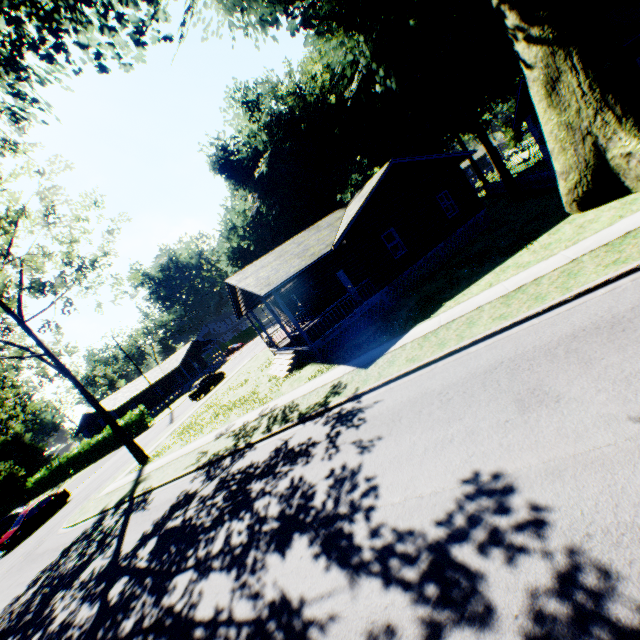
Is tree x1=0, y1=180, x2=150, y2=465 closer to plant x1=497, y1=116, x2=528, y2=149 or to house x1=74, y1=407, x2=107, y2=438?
plant x1=497, y1=116, x2=528, y2=149

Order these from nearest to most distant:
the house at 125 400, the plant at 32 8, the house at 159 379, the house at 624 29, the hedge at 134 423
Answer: the plant at 32 8, the house at 624 29, the hedge at 134 423, the house at 125 400, the house at 159 379

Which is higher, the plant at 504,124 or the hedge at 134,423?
the plant at 504,124

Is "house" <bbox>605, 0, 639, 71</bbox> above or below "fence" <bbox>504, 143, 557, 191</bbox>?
above

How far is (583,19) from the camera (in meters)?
9.96

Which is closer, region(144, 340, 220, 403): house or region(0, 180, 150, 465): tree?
region(0, 180, 150, 465): tree

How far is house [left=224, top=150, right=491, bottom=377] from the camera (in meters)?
16.88

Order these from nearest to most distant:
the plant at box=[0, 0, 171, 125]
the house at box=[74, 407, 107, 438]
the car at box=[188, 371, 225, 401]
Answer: the plant at box=[0, 0, 171, 125]
the car at box=[188, 371, 225, 401]
the house at box=[74, 407, 107, 438]
